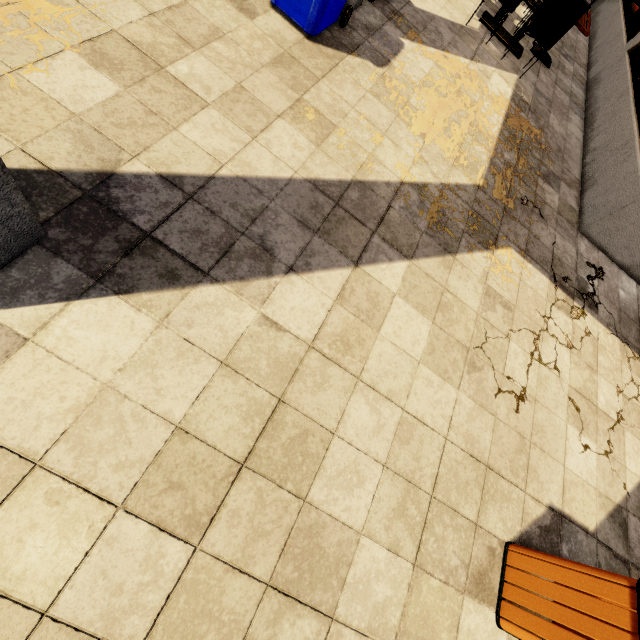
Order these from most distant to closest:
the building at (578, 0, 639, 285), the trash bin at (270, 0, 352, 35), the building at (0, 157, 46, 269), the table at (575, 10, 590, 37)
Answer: the table at (575, 10, 590, 37) → the building at (578, 0, 639, 285) → the trash bin at (270, 0, 352, 35) → the building at (0, 157, 46, 269)

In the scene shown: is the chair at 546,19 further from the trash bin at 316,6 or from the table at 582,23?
the trash bin at 316,6

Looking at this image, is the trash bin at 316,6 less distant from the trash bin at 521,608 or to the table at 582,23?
the table at 582,23

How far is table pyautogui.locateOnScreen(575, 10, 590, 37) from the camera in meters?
4.9 m

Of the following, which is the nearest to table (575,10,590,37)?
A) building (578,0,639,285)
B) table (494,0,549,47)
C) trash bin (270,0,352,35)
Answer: table (494,0,549,47)

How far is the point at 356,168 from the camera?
3.0m

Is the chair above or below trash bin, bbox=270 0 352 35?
above

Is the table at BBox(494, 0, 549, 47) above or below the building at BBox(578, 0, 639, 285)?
below
